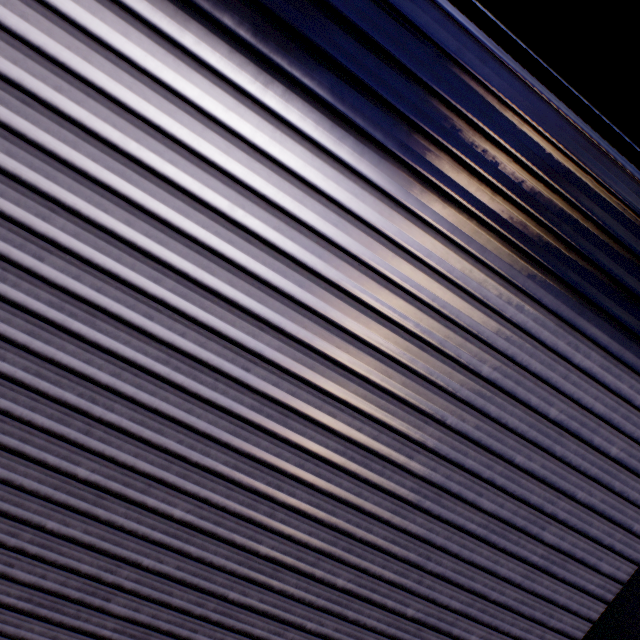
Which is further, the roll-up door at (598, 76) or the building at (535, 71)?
the building at (535, 71)

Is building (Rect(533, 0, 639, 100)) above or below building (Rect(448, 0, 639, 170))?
below

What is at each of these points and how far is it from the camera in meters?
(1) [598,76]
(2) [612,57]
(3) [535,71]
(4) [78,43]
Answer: (1) roll-up door, 1.3
(2) building, 1.2
(3) building, 7.3
(4) roll-up door, 1.1

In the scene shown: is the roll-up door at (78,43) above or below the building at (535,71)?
below

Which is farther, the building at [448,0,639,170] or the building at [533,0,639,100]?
the building at [448,0,639,170]

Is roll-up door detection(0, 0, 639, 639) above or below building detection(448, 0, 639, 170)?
below

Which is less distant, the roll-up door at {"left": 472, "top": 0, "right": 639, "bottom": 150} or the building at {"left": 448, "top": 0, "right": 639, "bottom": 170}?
the roll-up door at {"left": 472, "top": 0, "right": 639, "bottom": 150}
